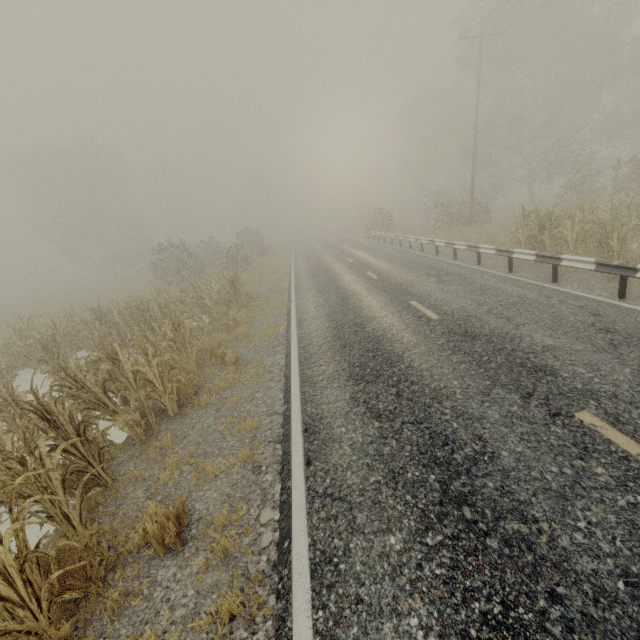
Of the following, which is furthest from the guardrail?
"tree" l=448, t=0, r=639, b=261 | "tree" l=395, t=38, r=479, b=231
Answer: "tree" l=395, t=38, r=479, b=231

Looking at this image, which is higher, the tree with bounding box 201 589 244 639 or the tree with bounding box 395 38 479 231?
the tree with bounding box 395 38 479 231

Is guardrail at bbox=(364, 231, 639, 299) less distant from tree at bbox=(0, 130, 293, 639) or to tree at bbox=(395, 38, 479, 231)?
tree at bbox=(0, 130, 293, 639)

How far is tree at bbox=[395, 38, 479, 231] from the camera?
25.91m

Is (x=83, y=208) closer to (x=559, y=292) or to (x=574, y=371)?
(x=559, y=292)

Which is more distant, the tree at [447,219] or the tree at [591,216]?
the tree at [447,219]

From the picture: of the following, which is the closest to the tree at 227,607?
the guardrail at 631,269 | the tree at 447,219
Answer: the guardrail at 631,269
